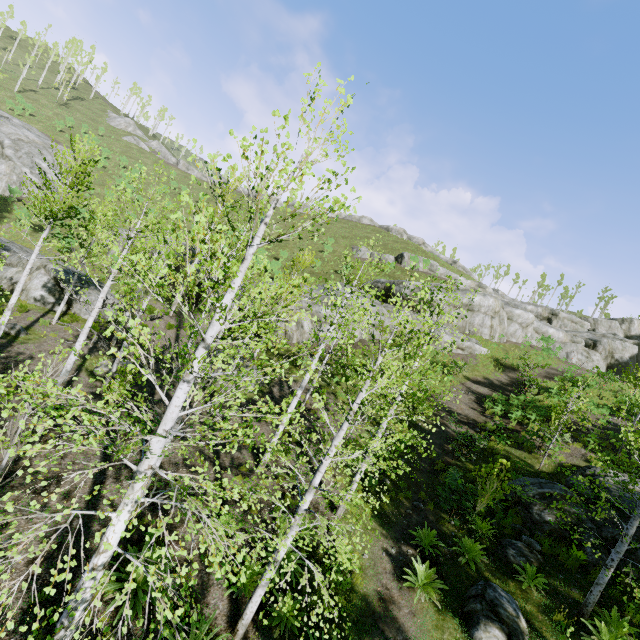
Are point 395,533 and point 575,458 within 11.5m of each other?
yes

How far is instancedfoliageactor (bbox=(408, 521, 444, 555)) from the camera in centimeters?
984cm

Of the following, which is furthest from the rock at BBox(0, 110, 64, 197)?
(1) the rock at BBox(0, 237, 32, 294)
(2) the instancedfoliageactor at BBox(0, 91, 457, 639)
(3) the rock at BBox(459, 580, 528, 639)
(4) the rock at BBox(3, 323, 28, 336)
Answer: (3) the rock at BBox(459, 580, 528, 639)

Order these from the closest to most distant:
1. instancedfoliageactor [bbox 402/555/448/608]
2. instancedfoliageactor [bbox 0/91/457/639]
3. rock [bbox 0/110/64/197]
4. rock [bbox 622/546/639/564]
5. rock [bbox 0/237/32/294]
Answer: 1. instancedfoliageactor [bbox 0/91/457/639]
2. instancedfoliageactor [bbox 402/555/448/608]
3. rock [bbox 622/546/639/564]
4. rock [bbox 0/237/32/294]
5. rock [bbox 0/110/64/197]

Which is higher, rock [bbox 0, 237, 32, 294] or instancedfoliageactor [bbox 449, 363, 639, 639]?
instancedfoliageactor [bbox 449, 363, 639, 639]

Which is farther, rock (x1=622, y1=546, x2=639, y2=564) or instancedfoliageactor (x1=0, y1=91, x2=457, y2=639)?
rock (x1=622, y1=546, x2=639, y2=564)

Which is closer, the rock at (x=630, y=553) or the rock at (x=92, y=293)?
the rock at (x=630, y=553)

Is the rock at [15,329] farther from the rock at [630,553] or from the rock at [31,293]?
the rock at [630,553]
